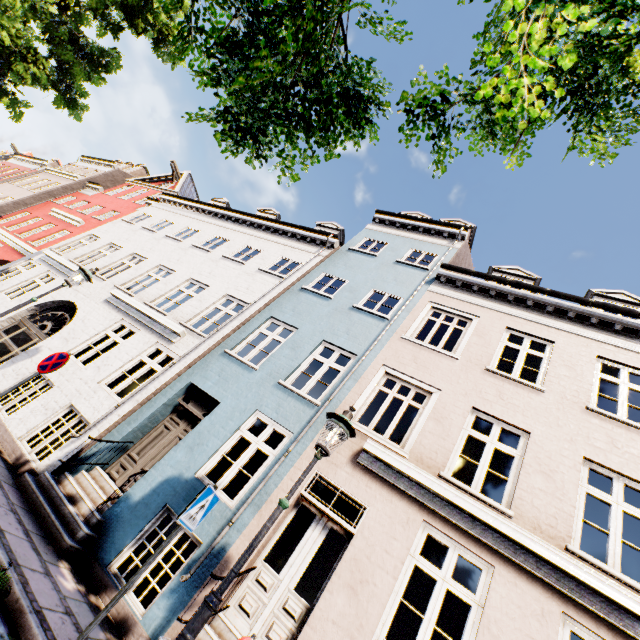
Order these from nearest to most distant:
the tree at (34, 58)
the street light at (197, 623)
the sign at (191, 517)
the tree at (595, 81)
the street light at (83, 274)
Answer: the tree at (595, 81) < the tree at (34, 58) < the street light at (197, 623) < the sign at (191, 517) < the street light at (83, 274)

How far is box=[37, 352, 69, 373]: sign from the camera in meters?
6.0

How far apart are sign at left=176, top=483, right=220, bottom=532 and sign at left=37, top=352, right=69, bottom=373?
4.1m

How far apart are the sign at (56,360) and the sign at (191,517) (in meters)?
4.13

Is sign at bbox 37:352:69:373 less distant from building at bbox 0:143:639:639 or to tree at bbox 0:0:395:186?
building at bbox 0:143:639:639

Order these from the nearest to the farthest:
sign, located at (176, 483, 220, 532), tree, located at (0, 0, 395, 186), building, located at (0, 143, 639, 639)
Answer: tree, located at (0, 0, 395, 186), sign, located at (176, 483, 220, 532), building, located at (0, 143, 639, 639)

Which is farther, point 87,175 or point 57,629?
point 87,175

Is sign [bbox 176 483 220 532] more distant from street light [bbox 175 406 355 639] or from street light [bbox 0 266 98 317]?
street light [bbox 0 266 98 317]
